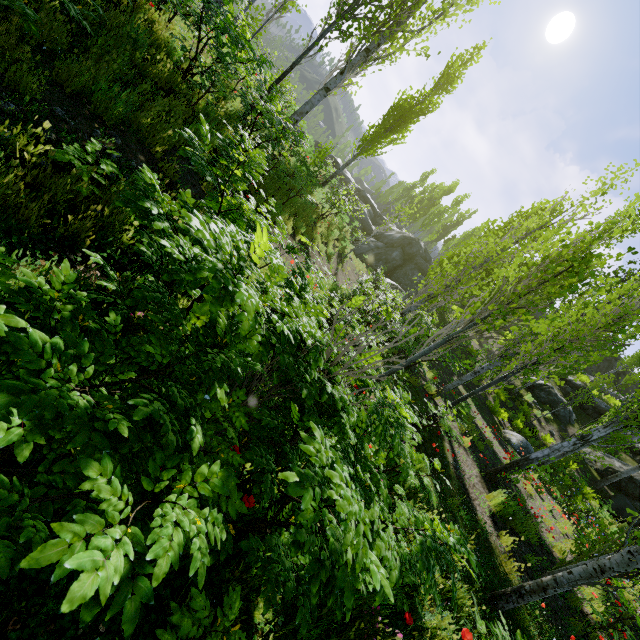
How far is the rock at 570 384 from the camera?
22.44m

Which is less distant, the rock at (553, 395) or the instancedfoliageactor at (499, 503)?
the instancedfoliageactor at (499, 503)

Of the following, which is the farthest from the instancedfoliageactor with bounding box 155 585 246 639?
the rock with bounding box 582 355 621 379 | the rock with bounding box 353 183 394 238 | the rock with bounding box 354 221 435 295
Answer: the rock with bounding box 582 355 621 379

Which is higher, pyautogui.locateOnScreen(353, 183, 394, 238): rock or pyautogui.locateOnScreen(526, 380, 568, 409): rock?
pyautogui.locateOnScreen(526, 380, 568, 409): rock

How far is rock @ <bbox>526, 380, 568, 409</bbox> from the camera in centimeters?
2049cm

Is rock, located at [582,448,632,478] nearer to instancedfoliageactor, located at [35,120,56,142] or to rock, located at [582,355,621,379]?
instancedfoliageactor, located at [35,120,56,142]

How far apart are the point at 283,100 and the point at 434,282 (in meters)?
11.65
